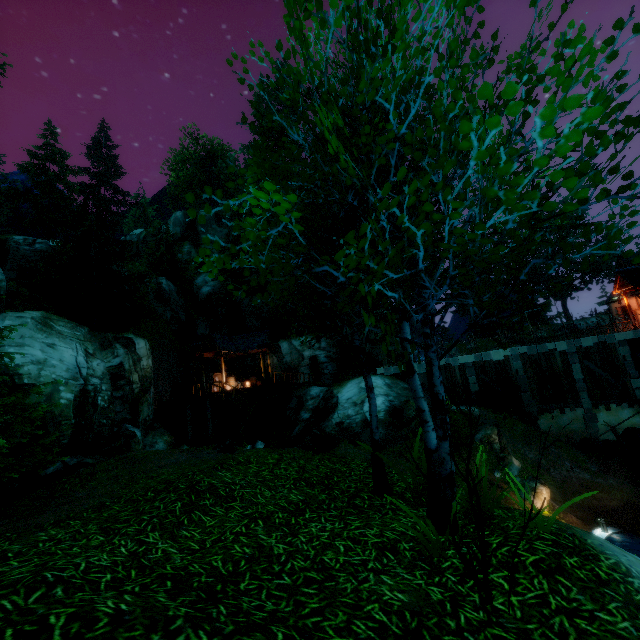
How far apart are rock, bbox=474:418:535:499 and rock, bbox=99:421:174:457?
17.2 meters

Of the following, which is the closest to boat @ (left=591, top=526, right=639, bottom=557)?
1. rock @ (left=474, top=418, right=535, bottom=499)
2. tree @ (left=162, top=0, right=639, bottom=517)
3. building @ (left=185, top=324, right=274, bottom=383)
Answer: rock @ (left=474, top=418, right=535, bottom=499)

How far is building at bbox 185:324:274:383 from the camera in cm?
2414

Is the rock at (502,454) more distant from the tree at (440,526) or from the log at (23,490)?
the log at (23,490)

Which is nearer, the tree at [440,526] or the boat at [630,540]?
the tree at [440,526]

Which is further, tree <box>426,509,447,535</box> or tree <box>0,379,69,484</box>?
tree <box>0,379,69,484</box>

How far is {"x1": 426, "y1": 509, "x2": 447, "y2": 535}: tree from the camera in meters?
4.8

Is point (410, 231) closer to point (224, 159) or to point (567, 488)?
point (567, 488)
